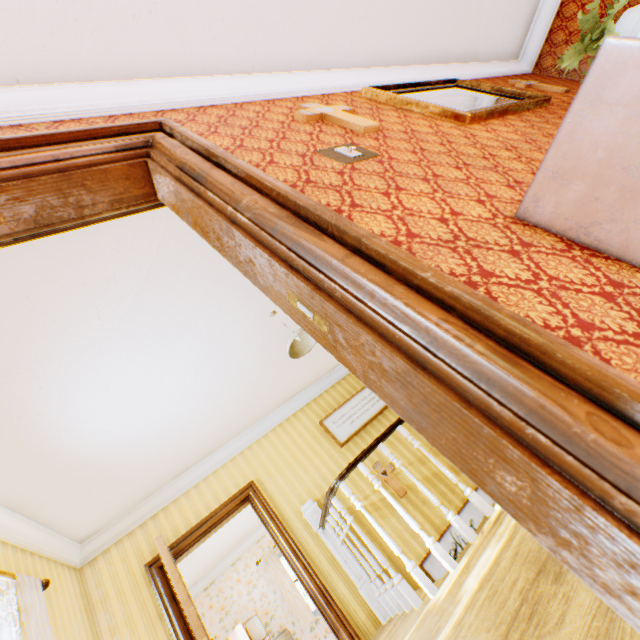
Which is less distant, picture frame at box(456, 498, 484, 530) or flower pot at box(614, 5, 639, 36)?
flower pot at box(614, 5, 639, 36)

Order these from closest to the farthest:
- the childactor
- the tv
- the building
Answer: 1. the building
2. the childactor
3. the tv

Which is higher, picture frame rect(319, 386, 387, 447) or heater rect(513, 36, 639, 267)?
picture frame rect(319, 386, 387, 447)

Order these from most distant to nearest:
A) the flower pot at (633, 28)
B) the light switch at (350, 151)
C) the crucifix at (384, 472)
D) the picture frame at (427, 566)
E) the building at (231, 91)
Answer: the crucifix at (384, 472)
the picture frame at (427, 566)
the flower pot at (633, 28)
the light switch at (350, 151)
the building at (231, 91)

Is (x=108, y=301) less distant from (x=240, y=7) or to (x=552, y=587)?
(x=240, y=7)

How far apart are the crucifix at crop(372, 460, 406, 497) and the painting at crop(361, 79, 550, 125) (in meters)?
4.90

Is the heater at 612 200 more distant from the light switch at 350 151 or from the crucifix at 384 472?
the crucifix at 384 472

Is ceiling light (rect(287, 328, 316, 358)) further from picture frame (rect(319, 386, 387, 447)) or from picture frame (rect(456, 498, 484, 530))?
picture frame (rect(456, 498, 484, 530))
